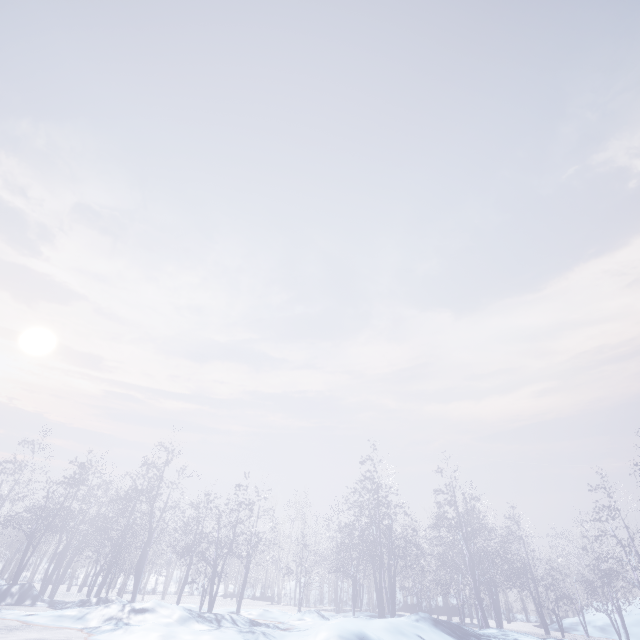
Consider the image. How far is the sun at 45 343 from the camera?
48.78m

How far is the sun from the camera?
48.78m

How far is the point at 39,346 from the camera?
49.9m
